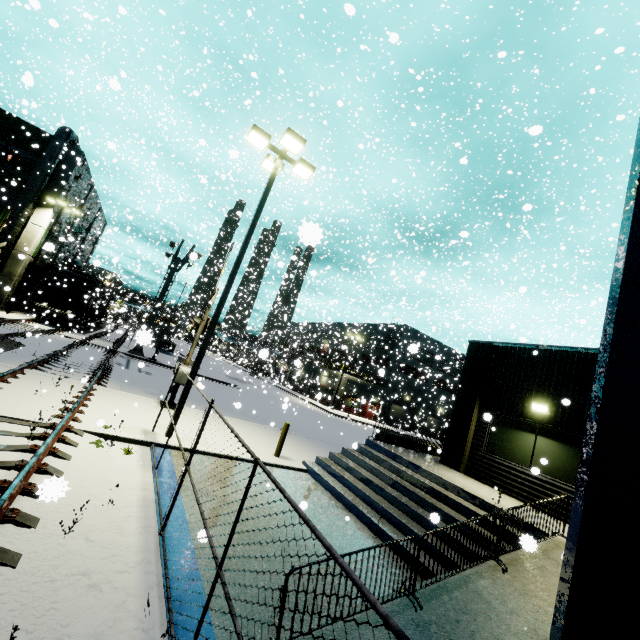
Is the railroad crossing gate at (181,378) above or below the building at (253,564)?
above

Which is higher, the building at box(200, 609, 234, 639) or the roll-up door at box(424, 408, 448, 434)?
the roll-up door at box(424, 408, 448, 434)

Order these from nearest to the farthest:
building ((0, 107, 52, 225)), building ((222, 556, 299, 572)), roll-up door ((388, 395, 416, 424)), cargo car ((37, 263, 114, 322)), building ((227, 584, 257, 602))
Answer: building ((227, 584, 257, 602)) → building ((222, 556, 299, 572)) → building ((0, 107, 52, 225)) → cargo car ((37, 263, 114, 322)) → roll-up door ((388, 395, 416, 424))

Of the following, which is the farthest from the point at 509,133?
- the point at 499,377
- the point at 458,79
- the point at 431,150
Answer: the point at 431,150

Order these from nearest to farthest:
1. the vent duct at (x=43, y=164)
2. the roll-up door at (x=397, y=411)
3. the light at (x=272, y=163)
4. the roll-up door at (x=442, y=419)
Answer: the light at (x=272, y=163) → the vent duct at (x=43, y=164) → the roll-up door at (x=442, y=419) → the roll-up door at (x=397, y=411)

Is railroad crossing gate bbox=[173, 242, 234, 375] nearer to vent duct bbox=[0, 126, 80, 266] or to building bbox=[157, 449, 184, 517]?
building bbox=[157, 449, 184, 517]

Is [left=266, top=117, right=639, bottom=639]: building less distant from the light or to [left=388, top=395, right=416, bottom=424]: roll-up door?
[left=388, top=395, right=416, bottom=424]: roll-up door

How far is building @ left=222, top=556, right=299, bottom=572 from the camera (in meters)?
4.86
